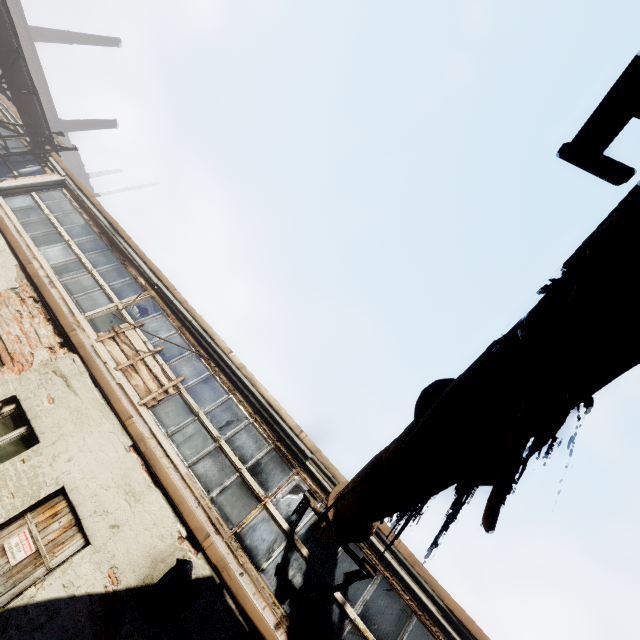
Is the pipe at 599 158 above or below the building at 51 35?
below

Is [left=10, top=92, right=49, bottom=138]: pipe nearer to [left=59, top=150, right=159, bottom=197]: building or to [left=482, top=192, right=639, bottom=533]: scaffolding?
[left=482, top=192, right=639, bottom=533]: scaffolding

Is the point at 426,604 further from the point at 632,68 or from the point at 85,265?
the point at 85,265

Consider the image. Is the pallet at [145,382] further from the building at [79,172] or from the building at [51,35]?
the building at [51,35]

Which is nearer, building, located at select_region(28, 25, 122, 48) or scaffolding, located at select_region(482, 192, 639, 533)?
scaffolding, located at select_region(482, 192, 639, 533)

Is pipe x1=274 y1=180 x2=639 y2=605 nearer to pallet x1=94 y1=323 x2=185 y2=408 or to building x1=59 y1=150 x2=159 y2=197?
pallet x1=94 y1=323 x2=185 y2=408

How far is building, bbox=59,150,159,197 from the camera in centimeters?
3744cm

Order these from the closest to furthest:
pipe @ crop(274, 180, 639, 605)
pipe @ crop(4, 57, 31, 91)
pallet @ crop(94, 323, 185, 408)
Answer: pipe @ crop(274, 180, 639, 605) → pallet @ crop(94, 323, 185, 408) → pipe @ crop(4, 57, 31, 91)
